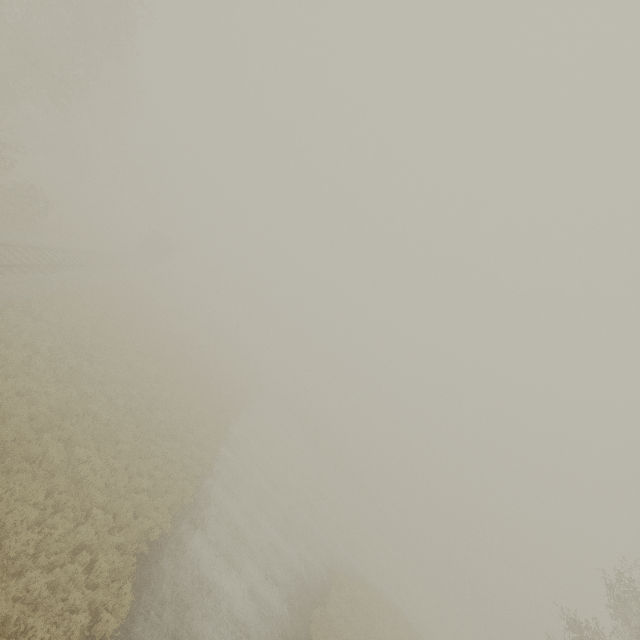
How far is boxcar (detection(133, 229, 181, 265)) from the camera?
45.3m

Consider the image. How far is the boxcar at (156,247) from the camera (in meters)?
45.30

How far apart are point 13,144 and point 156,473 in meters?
44.3 m
